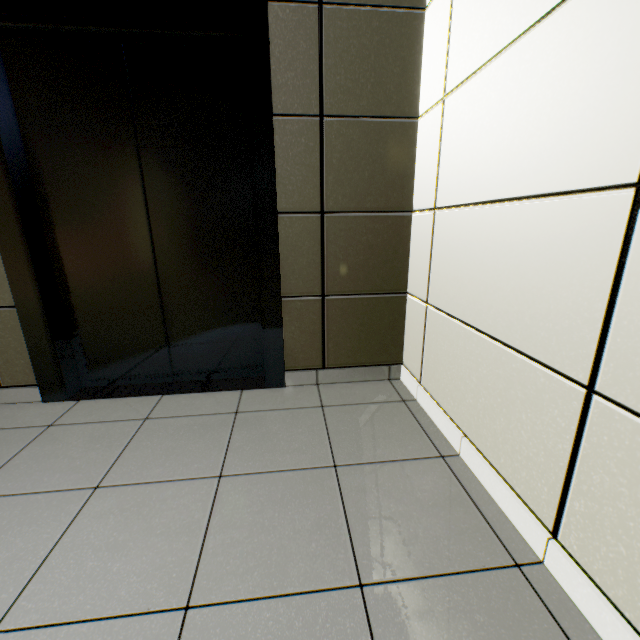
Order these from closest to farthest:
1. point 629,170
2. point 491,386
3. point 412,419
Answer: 1. point 629,170
2. point 491,386
3. point 412,419
